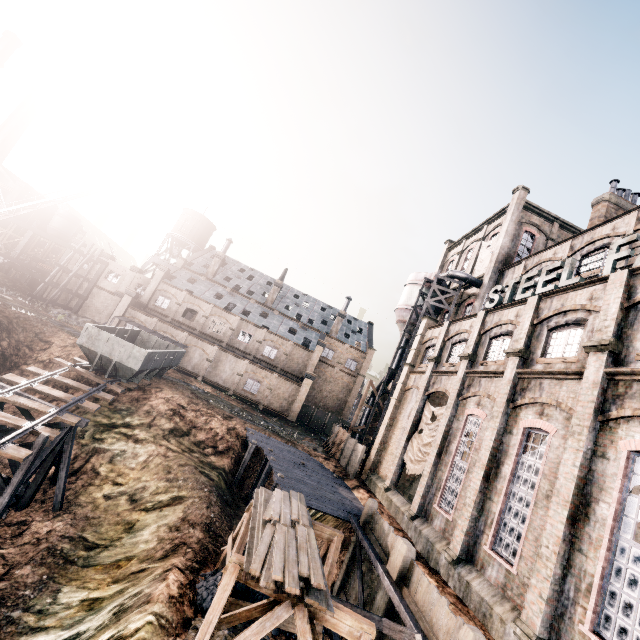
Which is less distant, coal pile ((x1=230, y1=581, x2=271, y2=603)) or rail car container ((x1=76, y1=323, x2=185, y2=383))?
coal pile ((x1=230, y1=581, x2=271, y2=603))

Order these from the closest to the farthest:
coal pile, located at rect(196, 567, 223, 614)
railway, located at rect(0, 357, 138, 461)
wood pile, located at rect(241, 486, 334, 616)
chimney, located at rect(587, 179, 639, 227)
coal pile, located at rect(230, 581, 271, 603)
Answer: wood pile, located at rect(241, 486, 334, 616) → coal pile, located at rect(196, 567, 223, 614) → coal pile, located at rect(230, 581, 271, 603) → railway, located at rect(0, 357, 138, 461) → chimney, located at rect(587, 179, 639, 227)

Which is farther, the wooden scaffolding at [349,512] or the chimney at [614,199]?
the chimney at [614,199]

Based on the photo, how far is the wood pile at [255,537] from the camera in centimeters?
916cm

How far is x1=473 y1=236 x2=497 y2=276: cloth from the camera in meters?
34.8 m

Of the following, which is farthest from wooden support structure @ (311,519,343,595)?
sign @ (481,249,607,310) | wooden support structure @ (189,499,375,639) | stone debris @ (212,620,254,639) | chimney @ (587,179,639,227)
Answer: chimney @ (587,179,639,227)

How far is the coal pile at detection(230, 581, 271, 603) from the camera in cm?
1398

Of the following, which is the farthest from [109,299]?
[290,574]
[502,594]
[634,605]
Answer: [634,605]
